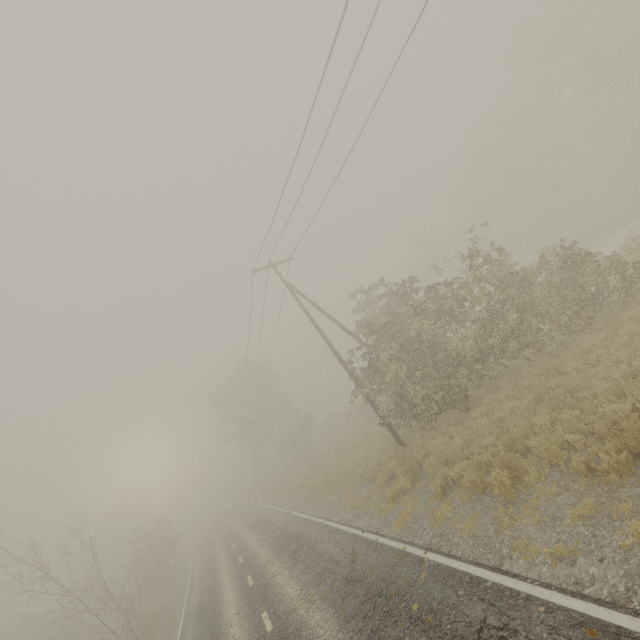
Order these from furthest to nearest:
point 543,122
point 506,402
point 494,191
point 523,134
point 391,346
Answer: point 494,191, point 523,134, point 543,122, point 391,346, point 506,402

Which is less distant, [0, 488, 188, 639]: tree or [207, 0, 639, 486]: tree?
[207, 0, 639, 486]: tree

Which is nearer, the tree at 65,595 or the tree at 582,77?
the tree at 582,77
